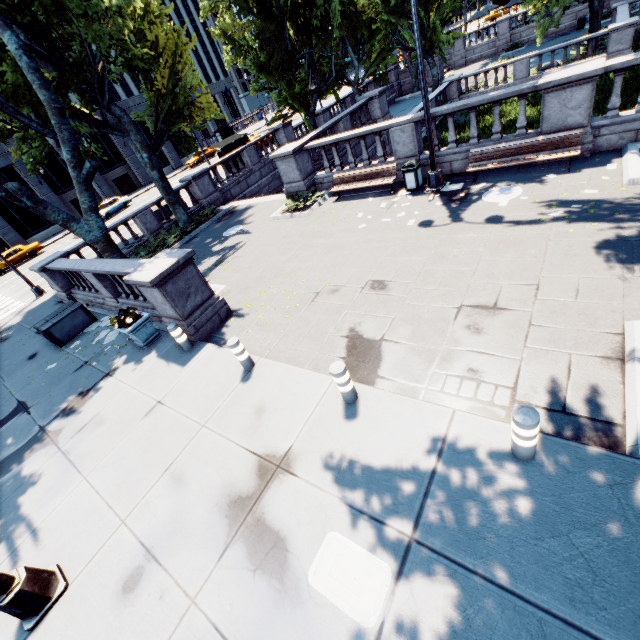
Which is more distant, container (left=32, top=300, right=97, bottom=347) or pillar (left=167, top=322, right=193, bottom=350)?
container (left=32, top=300, right=97, bottom=347)

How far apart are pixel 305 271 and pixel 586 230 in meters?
7.1 m

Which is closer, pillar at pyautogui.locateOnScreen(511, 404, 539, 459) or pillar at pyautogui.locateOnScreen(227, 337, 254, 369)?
pillar at pyautogui.locateOnScreen(511, 404, 539, 459)

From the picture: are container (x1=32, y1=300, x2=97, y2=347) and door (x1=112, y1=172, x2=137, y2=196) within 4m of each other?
no

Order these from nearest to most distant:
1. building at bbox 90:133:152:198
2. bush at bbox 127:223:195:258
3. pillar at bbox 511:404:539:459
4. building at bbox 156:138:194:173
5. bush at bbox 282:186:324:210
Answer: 1. pillar at bbox 511:404:539:459
2. bush at bbox 282:186:324:210
3. bush at bbox 127:223:195:258
4. building at bbox 90:133:152:198
5. building at bbox 156:138:194:173

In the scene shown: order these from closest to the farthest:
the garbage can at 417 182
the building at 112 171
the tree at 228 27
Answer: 1. the garbage can at 417 182
2. the tree at 228 27
3. the building at 112 171

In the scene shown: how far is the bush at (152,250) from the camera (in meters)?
16.55

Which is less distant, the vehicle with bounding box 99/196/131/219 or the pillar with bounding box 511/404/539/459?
the pillar with bounding box 511/404/539/459
